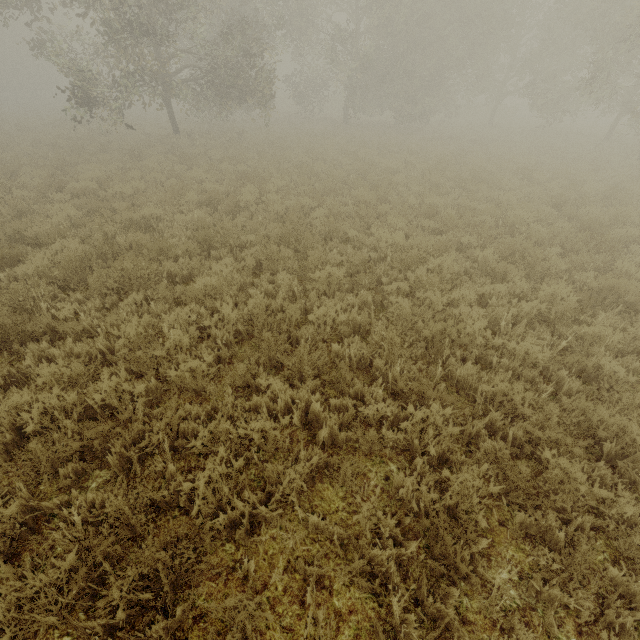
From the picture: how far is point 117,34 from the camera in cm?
1182
